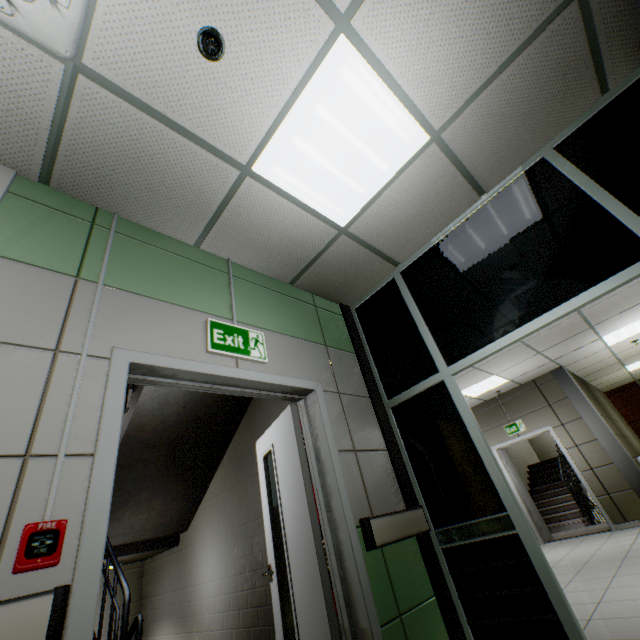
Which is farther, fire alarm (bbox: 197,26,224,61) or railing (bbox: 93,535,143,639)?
railing (bbox: 93,535,143,639)

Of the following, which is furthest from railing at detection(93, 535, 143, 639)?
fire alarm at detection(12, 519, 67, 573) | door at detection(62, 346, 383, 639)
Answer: fire alarm at detection(12, 519, 67, 573)

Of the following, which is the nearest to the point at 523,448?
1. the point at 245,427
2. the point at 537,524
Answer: the point at 537,524

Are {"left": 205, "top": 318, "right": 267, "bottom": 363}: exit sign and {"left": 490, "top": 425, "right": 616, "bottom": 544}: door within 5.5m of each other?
no

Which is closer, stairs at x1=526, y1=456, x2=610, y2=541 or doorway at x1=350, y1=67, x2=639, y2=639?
doorway at x1=350, y1=67, x2=639, y2=639

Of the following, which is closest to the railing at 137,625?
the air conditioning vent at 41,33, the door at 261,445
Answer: the door at 261,445

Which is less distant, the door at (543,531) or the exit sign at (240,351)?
Result: the exit sign at (240,351)

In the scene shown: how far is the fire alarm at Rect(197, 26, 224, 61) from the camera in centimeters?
163cm
